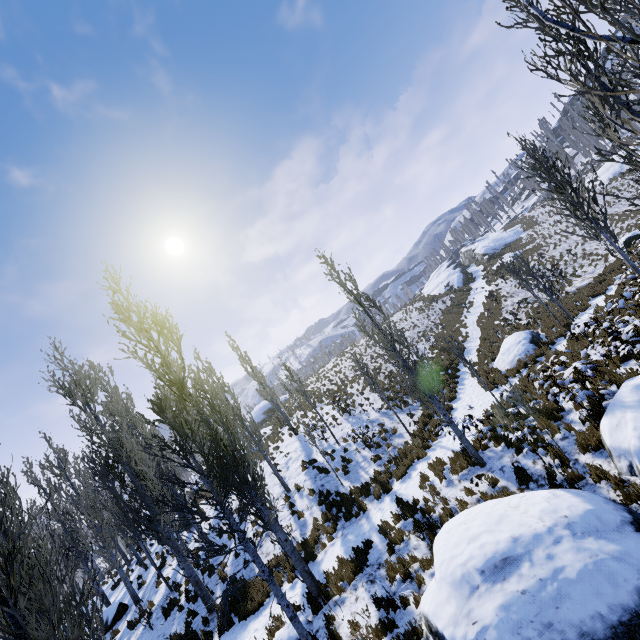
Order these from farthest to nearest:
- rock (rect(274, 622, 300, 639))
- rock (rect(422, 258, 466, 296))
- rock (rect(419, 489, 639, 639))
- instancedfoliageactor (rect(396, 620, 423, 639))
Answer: rock (rect(422, 258, 466, 296)) < rock (rect(274, 622, 300, 639)) < instancedfoliageactor (rect(396, 620, 423, 639)) < rock (rect(419, 489, 639, 639))

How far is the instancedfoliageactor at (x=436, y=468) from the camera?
10.12m

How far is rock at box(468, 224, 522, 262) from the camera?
45.2m

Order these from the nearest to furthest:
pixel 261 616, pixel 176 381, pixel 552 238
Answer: pixel 176 381 < pixel 261 616 < pixel 552 238

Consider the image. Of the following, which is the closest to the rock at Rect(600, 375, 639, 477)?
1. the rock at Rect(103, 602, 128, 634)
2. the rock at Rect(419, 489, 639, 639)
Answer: the rock at Rect(419, 489, 639, 639)

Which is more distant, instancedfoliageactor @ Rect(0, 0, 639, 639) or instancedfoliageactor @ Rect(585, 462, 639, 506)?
instancedfoliageactor @ Rect(585, 462, 639, 506)

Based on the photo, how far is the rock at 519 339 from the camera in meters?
14.7

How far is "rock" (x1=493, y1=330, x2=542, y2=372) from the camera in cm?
1473
